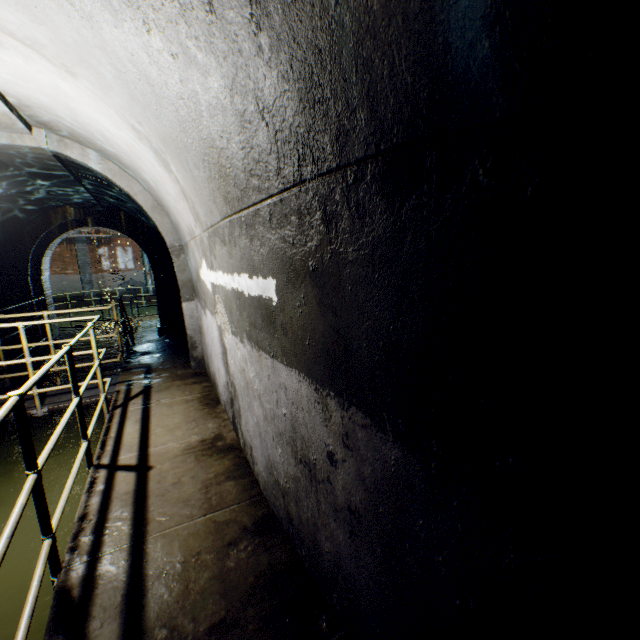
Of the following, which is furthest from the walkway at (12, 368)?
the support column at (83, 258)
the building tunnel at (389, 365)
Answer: the support column at (83, 258)

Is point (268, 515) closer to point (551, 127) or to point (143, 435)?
point (143, 435)

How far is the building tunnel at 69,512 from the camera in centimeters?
349cm

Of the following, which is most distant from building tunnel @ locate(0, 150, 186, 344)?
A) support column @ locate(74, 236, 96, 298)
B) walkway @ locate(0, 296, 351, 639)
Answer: support column @ locate(74, 236, 96, 298)

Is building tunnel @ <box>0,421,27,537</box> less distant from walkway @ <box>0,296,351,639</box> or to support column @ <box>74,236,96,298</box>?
walkway @ <box>0,296,351,639</box>

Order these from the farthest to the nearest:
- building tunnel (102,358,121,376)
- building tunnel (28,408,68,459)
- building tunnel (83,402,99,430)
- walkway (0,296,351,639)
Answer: building tunnel (102,358,121,376)
building tunnel (83,402,99,430)
building tunnel (28,408,68,459)
walkway (0,296,351,639)
